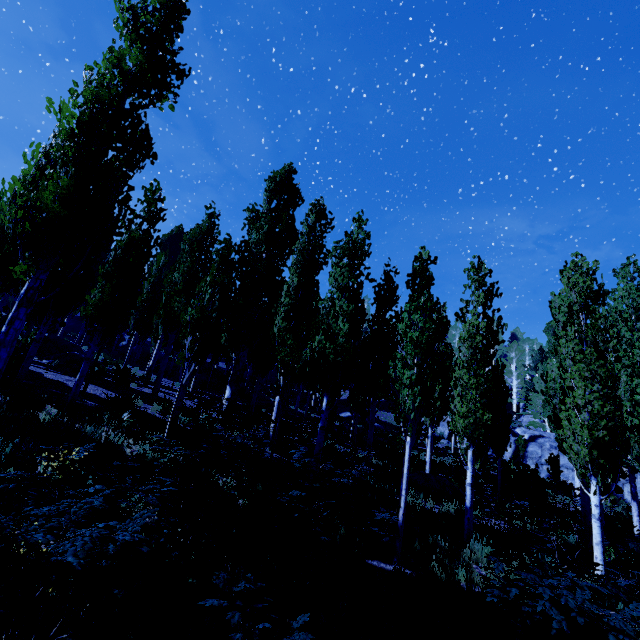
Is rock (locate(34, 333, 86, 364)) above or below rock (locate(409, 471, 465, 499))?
above

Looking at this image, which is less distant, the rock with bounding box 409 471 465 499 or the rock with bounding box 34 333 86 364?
the rock with bounding box 409 471 465 499

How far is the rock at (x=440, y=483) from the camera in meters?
14.8

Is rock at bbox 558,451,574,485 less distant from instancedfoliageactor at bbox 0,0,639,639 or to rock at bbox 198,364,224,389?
instancedfoliageactor at bbox 0,0,639,639

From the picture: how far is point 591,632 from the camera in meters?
3.3 m

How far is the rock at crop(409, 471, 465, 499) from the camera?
14.80m

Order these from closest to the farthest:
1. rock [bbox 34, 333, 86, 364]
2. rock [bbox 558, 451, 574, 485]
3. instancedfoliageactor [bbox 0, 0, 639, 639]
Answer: instancedfoliageactor [bbox 0, 0, 639, 639]
rock [bbox 34, 333, 86, 364]
rock [bbox 558, 451, 574, 485]

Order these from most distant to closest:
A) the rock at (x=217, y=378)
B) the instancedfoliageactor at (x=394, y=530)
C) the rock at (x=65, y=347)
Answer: the rock at (x=217, y=378) → the rock at (x=65, y=347) → the instancedfoliageactor at (x=394, y=530)
